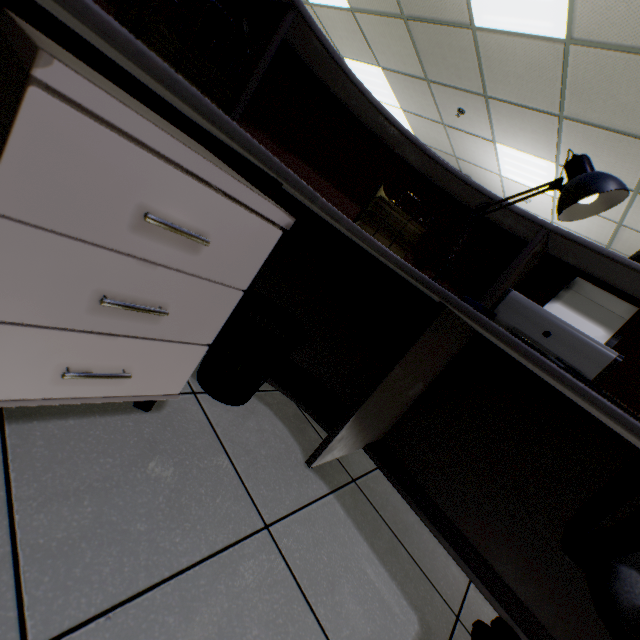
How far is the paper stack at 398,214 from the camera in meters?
1.1 m

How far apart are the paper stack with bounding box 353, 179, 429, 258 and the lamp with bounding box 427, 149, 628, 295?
0.14m

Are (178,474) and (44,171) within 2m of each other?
yes

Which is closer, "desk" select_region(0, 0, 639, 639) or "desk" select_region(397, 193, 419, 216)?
"desk" select_region(0, 0, 639, 639)

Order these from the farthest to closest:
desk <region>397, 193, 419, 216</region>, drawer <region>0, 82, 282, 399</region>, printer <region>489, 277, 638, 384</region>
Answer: desk <region>397, 193, 419, 216</region> < printer <region>489, 277, 638, 384</region> < drawer <region>0, 82, 282, 399</region>

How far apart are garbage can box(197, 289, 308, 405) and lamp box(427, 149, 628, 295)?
0.5 meters

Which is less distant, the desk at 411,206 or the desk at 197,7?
the desk at 197,7

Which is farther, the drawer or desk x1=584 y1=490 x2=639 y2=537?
desk x1=584 y1=490 x2=639 y2=537
